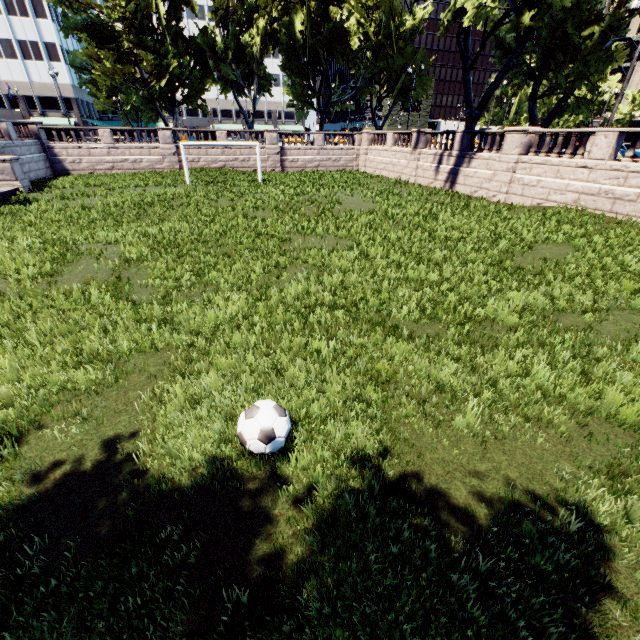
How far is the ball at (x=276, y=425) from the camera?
3.89m

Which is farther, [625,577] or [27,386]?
[27,386]

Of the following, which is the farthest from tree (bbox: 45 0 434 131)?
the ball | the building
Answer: the ball

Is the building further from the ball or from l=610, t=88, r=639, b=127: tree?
the ball

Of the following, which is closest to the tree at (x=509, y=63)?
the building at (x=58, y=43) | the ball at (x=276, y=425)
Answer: the building at (x=58, y=43)

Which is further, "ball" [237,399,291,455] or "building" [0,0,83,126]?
"building" [0,0,83,126]

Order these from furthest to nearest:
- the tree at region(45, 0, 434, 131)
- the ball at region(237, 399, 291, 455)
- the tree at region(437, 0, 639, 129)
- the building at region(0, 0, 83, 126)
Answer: the building at region(0, 0, 83, 126), the tree at region(45, 0, 434, 131), the tree at region(437, 0, 639, 129), the ball at region(237, 399, 291, 455)
